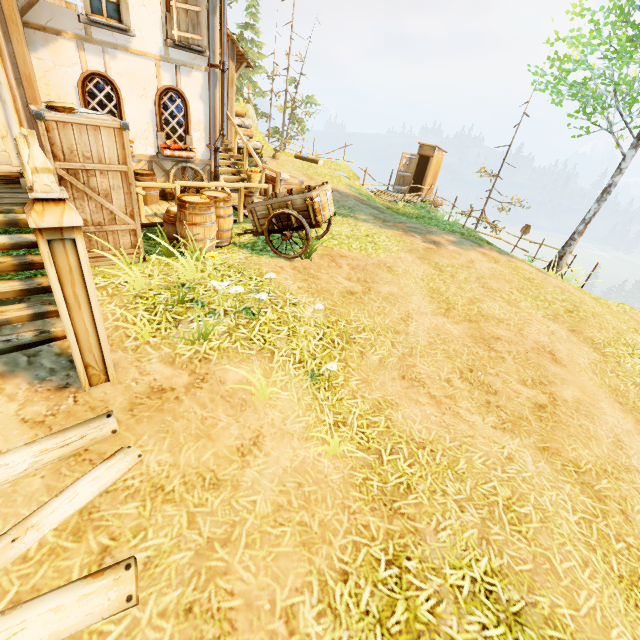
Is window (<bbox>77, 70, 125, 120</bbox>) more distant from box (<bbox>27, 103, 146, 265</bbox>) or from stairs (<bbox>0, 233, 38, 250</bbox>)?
stairs (<bbox>0, 233, 38, 250</bbox>)

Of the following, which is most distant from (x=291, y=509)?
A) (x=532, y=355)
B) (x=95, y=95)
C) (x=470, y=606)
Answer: (x=95, y=95)

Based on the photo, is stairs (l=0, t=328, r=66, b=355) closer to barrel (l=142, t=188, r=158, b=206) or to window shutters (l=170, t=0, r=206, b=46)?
barrel (l=142, t=188, r=158, b=206)

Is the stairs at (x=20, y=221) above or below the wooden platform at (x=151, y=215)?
above

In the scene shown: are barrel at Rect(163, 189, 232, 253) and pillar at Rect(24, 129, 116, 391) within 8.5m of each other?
yes

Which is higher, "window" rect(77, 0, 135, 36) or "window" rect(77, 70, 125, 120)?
"window" rect(77, 0, 135, 36)

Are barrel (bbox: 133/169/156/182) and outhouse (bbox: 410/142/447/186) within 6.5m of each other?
no

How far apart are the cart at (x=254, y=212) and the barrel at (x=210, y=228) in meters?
0.3 m
